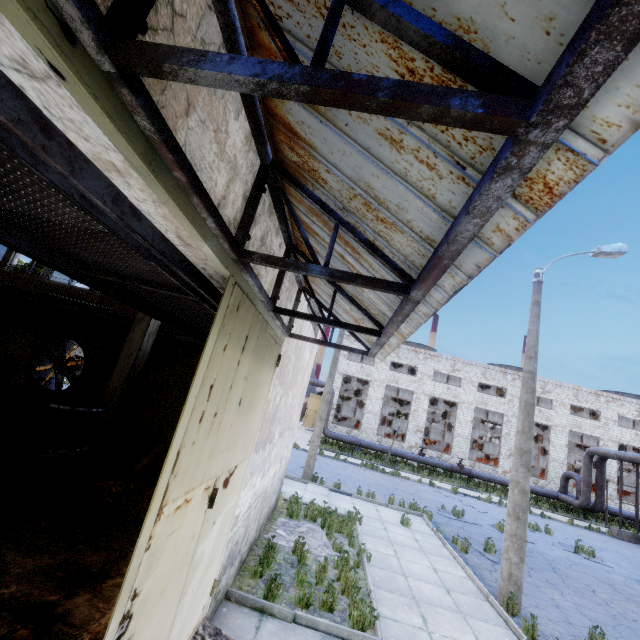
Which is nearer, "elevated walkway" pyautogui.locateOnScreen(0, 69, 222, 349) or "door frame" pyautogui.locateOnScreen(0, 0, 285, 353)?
"door frame" pyautogui.locateOnScreen(0, 0, 285, 353)

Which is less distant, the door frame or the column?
the door frame

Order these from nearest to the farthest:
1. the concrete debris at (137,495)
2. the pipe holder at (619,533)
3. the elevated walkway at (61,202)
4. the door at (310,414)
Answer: the elevated walkway at (61,202), the concrete debris at (137,495), the pipe holder at (619,533), the door at (310,414)

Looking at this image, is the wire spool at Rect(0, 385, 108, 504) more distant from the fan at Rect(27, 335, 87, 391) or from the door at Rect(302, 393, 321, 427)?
the door at Rect(302, 393, 321, 427)

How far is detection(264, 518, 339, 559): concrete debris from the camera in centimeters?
794cm

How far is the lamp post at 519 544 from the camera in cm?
776

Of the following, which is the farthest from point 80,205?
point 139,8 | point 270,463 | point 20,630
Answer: point 270,463

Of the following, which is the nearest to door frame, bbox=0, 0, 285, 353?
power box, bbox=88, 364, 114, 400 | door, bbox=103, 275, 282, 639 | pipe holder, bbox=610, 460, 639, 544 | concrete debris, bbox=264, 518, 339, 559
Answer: door, bbox=103, 275, 282, 639
